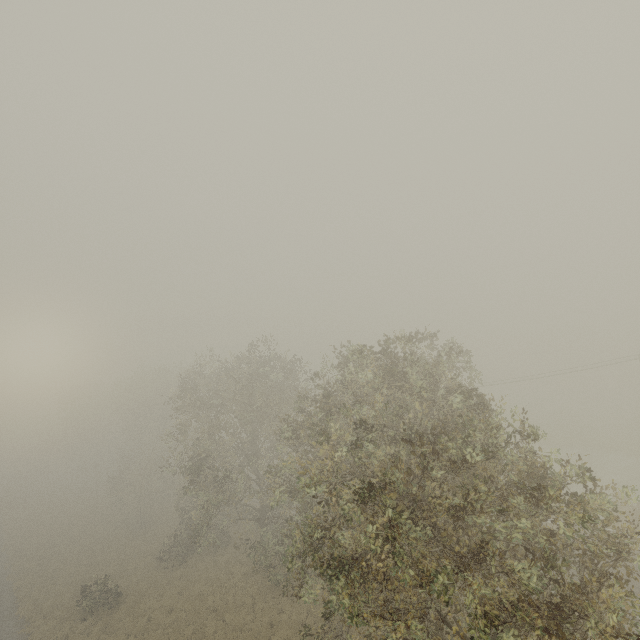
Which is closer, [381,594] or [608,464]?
[381,594]
